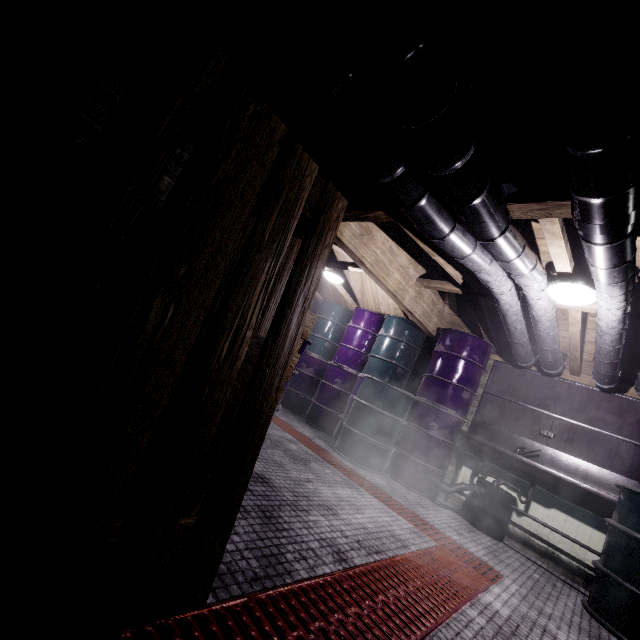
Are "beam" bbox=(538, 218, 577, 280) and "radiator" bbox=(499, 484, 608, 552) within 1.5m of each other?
no

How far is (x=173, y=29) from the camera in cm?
79

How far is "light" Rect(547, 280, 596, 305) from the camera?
2.3m

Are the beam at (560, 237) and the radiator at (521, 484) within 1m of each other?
no

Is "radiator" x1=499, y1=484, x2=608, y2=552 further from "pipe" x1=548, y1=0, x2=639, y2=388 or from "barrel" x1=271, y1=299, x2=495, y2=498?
"pipe" x1=548, y1=0, x2=639, y2=388

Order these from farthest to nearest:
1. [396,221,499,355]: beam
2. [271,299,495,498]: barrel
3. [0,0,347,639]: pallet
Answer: [271,299,495,498]: barrel, [396,221,499,355]: beam, [0,0,347,639]: pallet

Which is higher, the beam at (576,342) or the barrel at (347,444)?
the beam at (576,342)

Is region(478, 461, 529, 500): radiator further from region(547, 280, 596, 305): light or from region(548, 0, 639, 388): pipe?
region(547, 280, 596, 305): light
